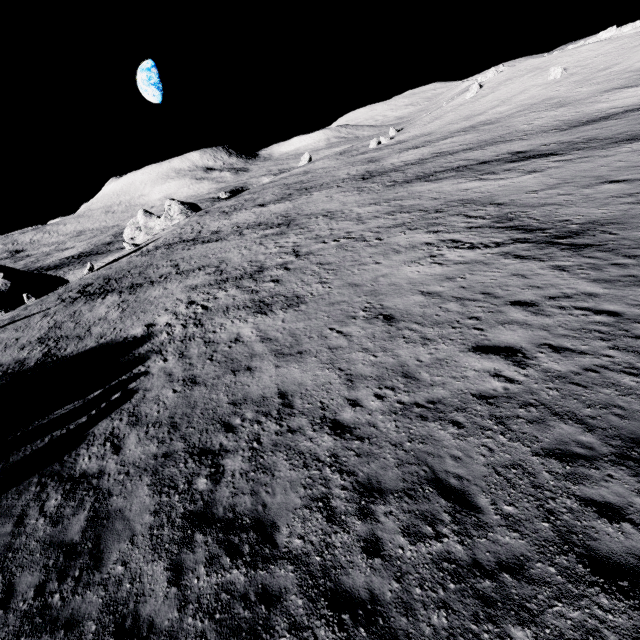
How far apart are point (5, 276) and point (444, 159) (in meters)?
63.06
